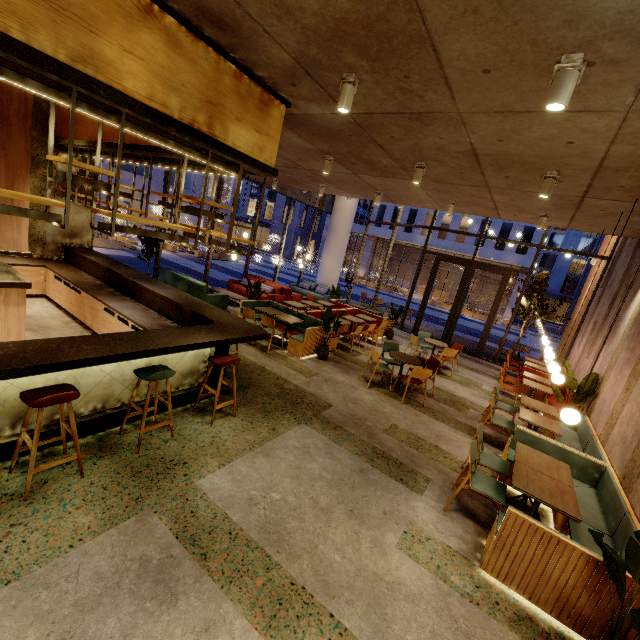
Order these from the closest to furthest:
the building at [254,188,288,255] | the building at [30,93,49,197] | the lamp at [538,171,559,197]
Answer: the lamp at [538,171,559,197], the building at [30,93,49,197], the building at [254,188,288,255]

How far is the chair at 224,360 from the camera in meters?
4.5

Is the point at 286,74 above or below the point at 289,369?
above

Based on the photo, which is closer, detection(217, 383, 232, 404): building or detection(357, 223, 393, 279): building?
detection(217, 383, 232, 404): building

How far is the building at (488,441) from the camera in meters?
5.8 m

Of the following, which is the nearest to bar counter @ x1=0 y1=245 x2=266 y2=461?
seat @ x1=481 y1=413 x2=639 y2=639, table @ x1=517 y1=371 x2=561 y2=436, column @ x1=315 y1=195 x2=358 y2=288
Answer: seat @ x1=481 y1=413 x2=639 y2=639

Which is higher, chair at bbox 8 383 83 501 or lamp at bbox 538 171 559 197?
lamp at bbox 538 171 559 197

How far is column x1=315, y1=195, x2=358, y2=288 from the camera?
16.30m
